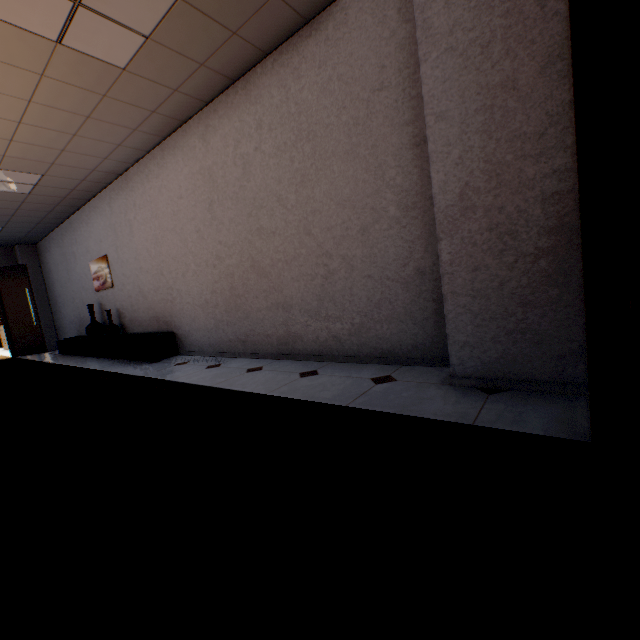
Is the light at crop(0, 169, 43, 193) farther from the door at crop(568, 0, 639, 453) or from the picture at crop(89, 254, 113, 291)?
the door at crop(568, 0, 639, 453)

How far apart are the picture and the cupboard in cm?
93

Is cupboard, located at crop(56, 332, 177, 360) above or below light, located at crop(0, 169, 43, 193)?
below

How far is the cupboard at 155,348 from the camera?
4.9 meters

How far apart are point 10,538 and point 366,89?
3.4 meters

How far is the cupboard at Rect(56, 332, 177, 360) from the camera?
4.9m

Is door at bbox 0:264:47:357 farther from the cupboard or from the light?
the light

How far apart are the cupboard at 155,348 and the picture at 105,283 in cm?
93
